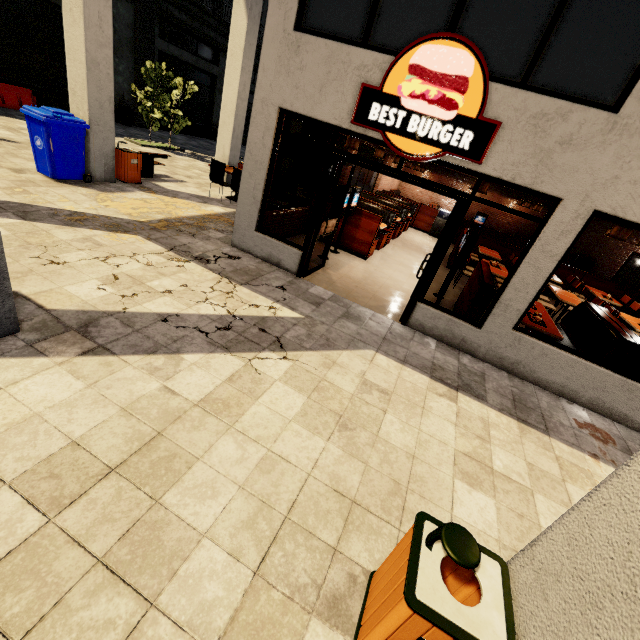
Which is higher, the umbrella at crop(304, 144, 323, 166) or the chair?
the umbrella at crop(304, 144, 323, 166)

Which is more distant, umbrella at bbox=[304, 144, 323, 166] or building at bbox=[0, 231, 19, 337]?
umbrella at bbox=[304, 144, 323, 166]

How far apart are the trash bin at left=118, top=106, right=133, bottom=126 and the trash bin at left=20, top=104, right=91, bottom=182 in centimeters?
1258cm

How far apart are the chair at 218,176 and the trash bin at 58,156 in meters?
2.9 m

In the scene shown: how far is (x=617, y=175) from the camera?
4.1 meters

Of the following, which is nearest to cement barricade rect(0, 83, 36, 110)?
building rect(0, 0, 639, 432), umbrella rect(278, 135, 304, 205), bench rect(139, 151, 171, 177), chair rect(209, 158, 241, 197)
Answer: building rect(0, 0, 639, 432)

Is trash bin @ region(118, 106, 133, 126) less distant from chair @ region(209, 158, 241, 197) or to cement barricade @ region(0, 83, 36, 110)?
cement barricade @ region(0, 83, 36, 110)

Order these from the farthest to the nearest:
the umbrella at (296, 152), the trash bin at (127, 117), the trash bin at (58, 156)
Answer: the trash bin at (127, 117) → the umbrella at (296, 152) → the trash bin at (58, 156)
